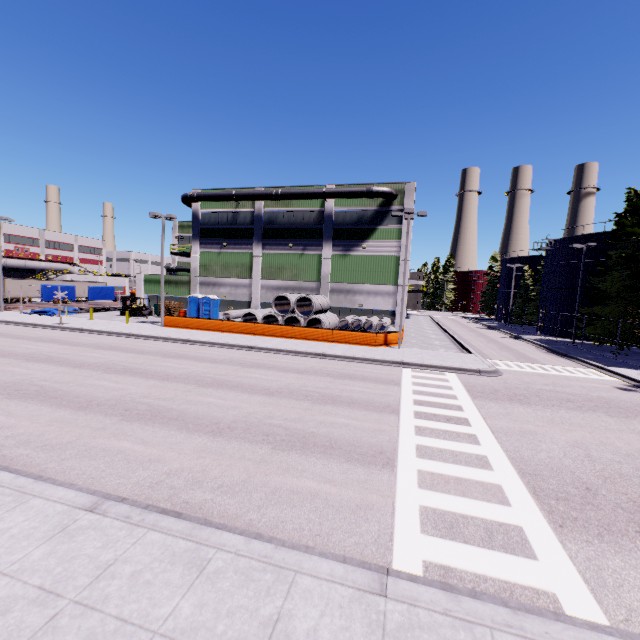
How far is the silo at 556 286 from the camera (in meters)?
36.04

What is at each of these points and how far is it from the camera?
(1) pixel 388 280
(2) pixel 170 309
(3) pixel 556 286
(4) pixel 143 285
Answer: (1) building, 32.44m
(2) pallet, 37.56m
(3) silo, 40.19m
(4) building, 40.25m

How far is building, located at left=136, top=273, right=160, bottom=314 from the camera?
39.72m

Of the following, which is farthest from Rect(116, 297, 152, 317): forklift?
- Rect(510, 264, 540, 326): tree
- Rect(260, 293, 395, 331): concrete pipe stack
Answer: Rect(510, 264, 540, 326): tree

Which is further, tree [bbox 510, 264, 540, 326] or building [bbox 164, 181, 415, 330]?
tree [bbox 510, 264, 540, 326]

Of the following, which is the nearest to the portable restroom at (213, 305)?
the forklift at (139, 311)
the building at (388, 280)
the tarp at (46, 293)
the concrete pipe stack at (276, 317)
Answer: the building at (388, 280)

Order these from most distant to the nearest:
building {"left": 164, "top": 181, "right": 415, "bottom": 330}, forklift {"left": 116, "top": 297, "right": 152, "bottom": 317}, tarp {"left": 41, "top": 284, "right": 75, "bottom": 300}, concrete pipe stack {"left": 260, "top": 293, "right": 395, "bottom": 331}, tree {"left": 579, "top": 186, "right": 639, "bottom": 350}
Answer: tarp {"left": 41, "top": 284, "right": 75, "bottom": 300} → forklift {"left": 116, "top": 297, "right": 152, "bottom": 317} → building {"left": 164, "top": 181, "right": 415, "bottom": 330} → tree {"left": 579, "top": 186, "right": 639, "bottom": 350} → concrete pipe stack {"left": 260, "top": 293, "right": 395, "bottom": 331}

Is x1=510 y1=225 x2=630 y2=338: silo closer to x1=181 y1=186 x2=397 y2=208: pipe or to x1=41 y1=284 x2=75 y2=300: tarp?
x1=181 y1=186 x2=397 y2=208: pipe
